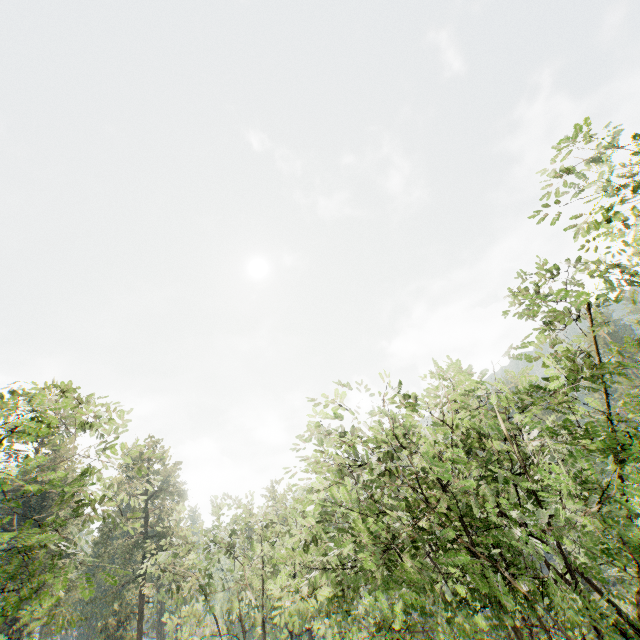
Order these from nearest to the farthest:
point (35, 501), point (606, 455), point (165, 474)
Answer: point (606, 455)
point (35, 501)
point (165, 474)
